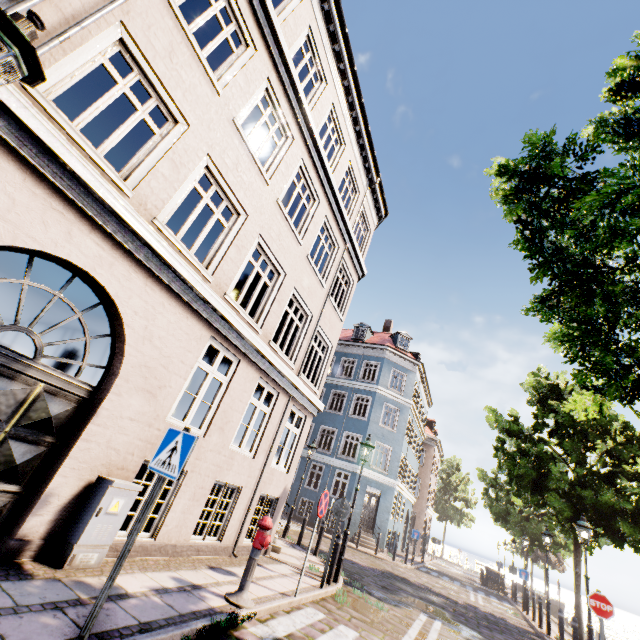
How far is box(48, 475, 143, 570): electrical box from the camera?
4.2m

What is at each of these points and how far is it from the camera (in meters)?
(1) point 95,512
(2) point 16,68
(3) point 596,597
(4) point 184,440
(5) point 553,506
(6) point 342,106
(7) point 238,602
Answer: (1) electrical box, 4.36
(2) street light, 2.12
(3) sign, 7.94
(4) sign, 3.74
(5) tree, 12.30
(6) building, 10.92
(7) hydrant, 4.92

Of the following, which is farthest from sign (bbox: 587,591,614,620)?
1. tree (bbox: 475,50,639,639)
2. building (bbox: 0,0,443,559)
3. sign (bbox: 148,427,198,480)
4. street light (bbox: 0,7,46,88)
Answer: street light (bbox: 0,7,46,88)

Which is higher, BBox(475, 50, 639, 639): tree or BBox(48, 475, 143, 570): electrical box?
BBox(475, 50, 639, 639): tree

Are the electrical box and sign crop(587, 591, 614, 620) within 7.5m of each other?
no

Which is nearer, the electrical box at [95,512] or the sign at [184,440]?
→ the sign at [184,440]

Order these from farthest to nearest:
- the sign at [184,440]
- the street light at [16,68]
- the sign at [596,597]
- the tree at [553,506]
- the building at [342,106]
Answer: the sign at [596,597], the tree at [553,506], the building at [342,106], the sign at [184,440], the street light at [16,68]

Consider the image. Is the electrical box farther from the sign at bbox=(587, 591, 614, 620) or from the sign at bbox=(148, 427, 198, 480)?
the sign at bbox=(587, 591, 614, 620)
